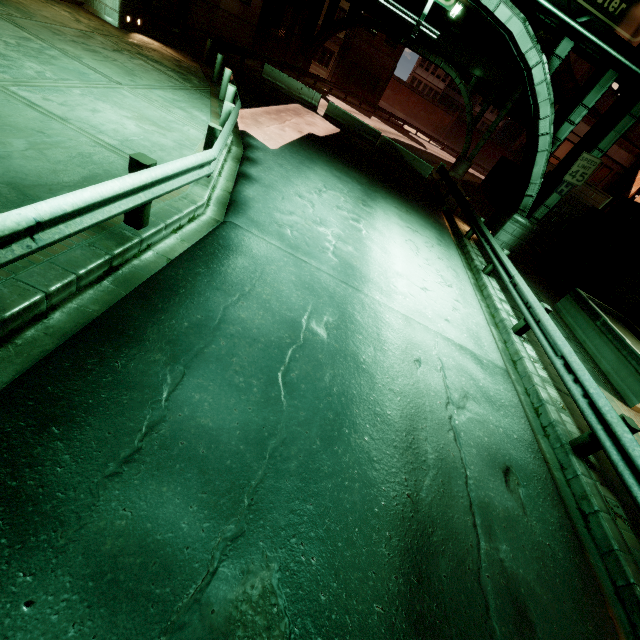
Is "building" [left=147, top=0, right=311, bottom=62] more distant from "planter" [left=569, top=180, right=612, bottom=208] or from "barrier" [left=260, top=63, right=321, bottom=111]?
"planter" [left=569, top=180, right=612, bottom=208]

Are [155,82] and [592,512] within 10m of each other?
no

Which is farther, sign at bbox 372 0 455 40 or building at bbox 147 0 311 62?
building at bbox 147 0 311 62

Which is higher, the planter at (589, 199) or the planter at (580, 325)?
the planter at (589, 199)

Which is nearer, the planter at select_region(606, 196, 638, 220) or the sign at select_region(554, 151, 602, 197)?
the sign at select_region(554, 151, 602, 197)

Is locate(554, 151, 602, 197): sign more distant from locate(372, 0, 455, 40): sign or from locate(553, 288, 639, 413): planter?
locate(553, 288, 639, 413): planter

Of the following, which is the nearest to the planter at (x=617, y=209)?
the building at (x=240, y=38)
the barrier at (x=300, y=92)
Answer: the barrier at (x=300, y=92)

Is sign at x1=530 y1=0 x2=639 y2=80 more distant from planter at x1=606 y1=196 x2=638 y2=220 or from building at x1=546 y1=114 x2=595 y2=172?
building at x1=546 y1=114 x2=595 y2=172
